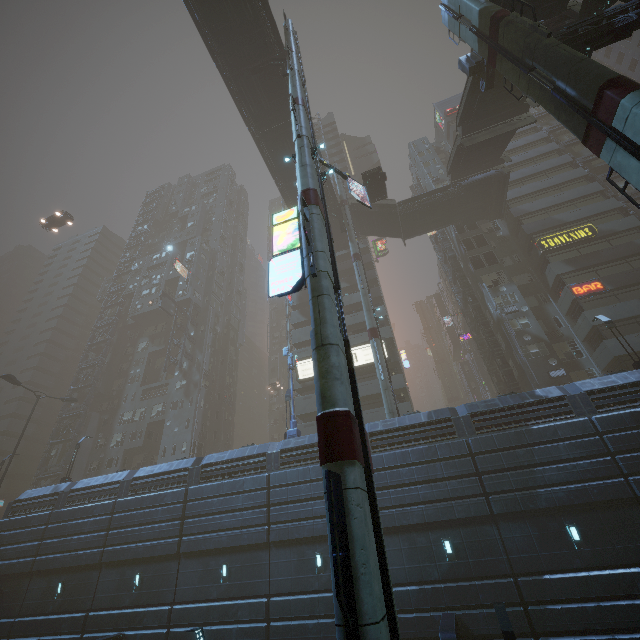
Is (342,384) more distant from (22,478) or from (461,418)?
(22,478)

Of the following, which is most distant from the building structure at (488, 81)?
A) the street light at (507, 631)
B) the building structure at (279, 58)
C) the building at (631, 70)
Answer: the street light at (507, 631)

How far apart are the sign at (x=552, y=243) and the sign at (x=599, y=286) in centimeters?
428cm

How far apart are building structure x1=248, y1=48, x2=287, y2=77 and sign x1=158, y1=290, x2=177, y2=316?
32.47m

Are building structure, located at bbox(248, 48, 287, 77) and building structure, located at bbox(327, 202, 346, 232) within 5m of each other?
no

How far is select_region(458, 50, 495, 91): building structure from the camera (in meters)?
19.73

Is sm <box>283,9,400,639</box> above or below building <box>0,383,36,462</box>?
below

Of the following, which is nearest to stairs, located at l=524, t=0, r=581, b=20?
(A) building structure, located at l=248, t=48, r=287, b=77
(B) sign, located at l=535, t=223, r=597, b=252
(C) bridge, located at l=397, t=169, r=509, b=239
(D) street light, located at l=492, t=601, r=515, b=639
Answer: (C) bridge, located at l=397, t=169, r=509, b=239
